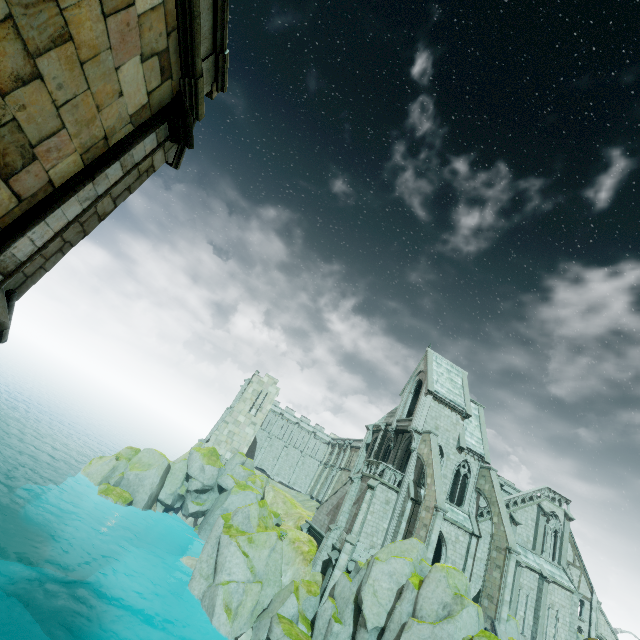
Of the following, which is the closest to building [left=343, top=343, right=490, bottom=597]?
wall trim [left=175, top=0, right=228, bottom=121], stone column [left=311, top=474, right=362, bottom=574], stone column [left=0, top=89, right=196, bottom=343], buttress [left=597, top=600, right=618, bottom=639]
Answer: buttress [left=597, top=600, right=618, bottom=639]

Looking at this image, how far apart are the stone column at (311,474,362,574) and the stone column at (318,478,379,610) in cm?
205

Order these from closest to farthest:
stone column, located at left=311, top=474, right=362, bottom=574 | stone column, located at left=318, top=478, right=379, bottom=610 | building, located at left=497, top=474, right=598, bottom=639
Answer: stone column, located at left=318, top=478, right=379, bottom=610 → stone column, located at left=311, top=474, right=362, bottom=574 → building, located at left=497, top=474, right=598, bottom=639

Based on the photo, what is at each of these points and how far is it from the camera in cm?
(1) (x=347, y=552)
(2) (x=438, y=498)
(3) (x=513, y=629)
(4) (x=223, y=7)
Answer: (1) stone column, 2530
(2) buttress, 2434
(3) rock, 2302
(4) wall trim, 595

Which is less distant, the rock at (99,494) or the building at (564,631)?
the rock at (99,494)

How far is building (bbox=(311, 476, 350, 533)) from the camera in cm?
3183

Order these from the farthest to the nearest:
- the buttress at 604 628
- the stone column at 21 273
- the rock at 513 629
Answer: the buttress at 604 628 → the rock at 513 629 → the stone column at 21 273

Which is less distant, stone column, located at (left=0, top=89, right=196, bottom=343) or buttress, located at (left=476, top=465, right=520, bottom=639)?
stone column, located at (left=0, top=89, right=196, bottom=343)
